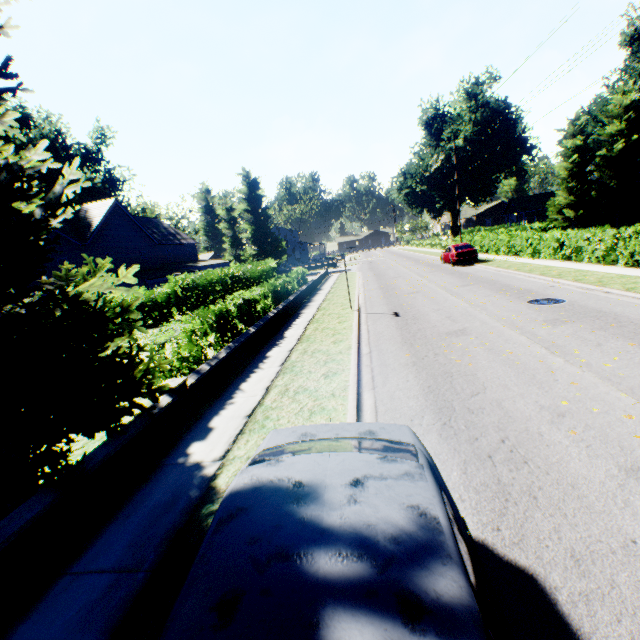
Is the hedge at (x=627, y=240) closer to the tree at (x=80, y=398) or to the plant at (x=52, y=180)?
the tree at (x=80, y=398)

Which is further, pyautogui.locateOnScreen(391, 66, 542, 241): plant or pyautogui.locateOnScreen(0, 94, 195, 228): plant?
pyautogui.locateOnScreen(391, 66, 542, 241): plant

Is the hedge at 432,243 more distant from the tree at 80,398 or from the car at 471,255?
the car at 471,255

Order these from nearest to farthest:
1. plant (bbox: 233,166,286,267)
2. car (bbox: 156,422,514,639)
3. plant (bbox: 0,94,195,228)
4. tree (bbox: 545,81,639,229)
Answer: car (bbox: 156,422,514,639) → tree (bbox: 545,81,639,229) → plant (bbox: 0,94,195,228) → plant (bbox: 233,166,286,267)

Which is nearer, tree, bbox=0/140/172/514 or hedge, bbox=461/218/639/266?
tree, bbox=0/140/172/514

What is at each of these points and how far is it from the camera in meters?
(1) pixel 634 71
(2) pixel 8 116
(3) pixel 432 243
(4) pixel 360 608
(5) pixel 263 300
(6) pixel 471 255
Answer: (1) plant, 43.5 m
(2) tree, 4.4 m
(3) hedge, 53.3 m
(4) car, 1.3 m
(5) hedge, 14.6 m
(6) car, 24.8 m

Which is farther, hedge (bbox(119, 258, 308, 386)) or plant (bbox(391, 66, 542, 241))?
plant (bbox(391, 66, 542, 241))

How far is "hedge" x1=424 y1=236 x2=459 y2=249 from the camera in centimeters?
3870cm
